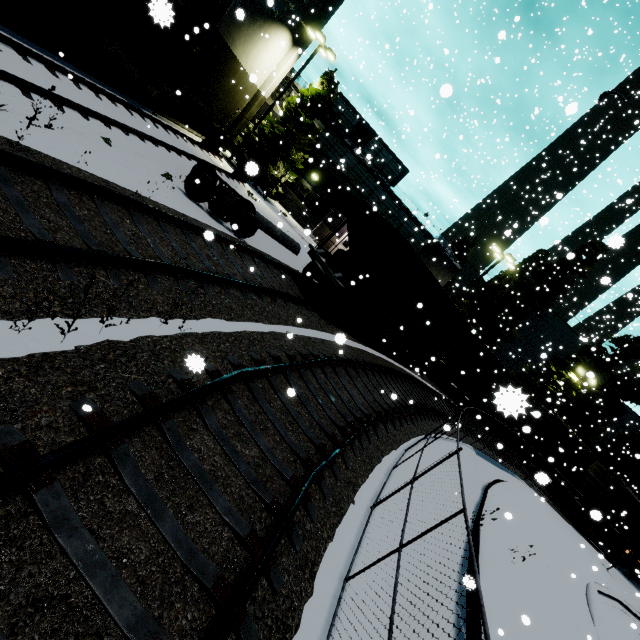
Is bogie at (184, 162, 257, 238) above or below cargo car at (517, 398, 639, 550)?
below

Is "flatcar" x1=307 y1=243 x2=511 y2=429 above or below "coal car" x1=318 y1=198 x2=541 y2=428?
below

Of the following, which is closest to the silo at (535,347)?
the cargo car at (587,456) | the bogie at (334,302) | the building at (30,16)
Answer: the cargo car at (587,456)

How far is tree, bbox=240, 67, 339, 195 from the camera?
22.42m

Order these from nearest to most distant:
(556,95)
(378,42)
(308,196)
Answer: (378,42)
(308,196)
(556,95)

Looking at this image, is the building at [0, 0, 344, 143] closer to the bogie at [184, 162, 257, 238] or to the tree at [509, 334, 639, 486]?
the bogie at [184, 162, 257, 238]

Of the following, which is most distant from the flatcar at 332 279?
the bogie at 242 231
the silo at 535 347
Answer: the silo at 535 347
